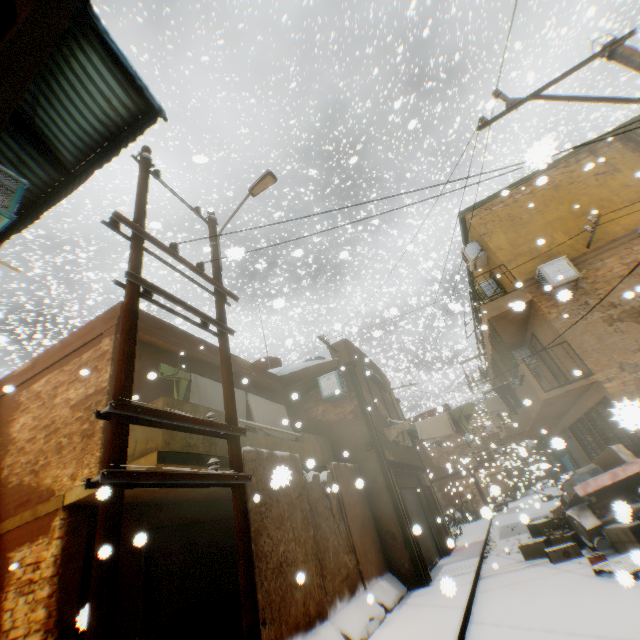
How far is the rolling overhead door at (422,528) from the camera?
11.0 meters

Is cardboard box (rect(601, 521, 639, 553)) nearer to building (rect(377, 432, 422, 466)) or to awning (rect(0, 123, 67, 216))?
building (rect(377, 432, 422, 466))

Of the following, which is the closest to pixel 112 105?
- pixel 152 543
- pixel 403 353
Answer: pixel 152 543

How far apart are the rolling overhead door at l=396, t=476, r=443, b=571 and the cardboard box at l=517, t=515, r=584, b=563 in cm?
8

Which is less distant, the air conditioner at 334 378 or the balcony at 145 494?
the balcony at 145 494

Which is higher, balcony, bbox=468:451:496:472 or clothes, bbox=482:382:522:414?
clothes, bbox=482:382:522:414

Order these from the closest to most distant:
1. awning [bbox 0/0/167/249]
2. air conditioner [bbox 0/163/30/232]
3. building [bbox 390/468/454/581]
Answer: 1. air conditioner [bbox 0/163/30/232]
2. awning [bbox 0/0/167/249]
3. building [bbox 390/468/454/581]

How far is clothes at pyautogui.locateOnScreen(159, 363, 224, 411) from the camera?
7.14m
